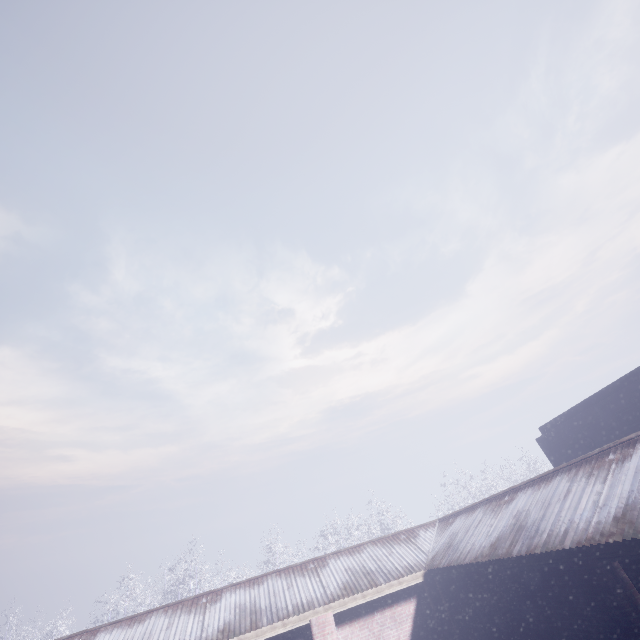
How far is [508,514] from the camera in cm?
718
